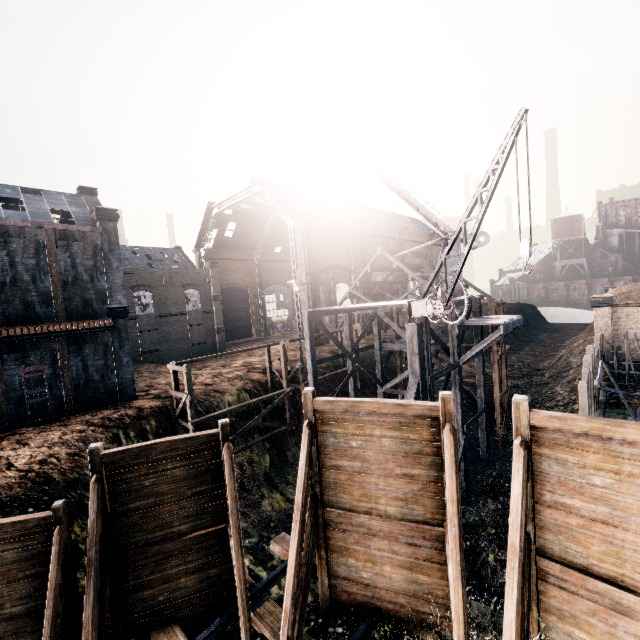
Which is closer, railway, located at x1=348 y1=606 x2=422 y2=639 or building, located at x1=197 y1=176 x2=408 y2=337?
railway, located at x1=348 y1=606 x2=422 y2=639

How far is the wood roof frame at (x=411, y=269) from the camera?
35.28m

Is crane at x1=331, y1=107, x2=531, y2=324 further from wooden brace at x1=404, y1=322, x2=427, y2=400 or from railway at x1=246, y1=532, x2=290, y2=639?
railway at x1=246, y1=532, x2=290, y2=639

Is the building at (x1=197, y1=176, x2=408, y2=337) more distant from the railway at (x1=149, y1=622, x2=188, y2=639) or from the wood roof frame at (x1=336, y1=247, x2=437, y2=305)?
the railway at (x1=149, y1=622, x2=188, y2=639)

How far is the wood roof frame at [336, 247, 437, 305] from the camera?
35.3 meters

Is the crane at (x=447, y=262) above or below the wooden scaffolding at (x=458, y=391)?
above

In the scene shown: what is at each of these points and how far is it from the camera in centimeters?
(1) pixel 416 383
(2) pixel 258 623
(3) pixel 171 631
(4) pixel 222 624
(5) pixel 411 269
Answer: (1) wooden brace, 1581cm
(2) railway, 797cm
(3) railway, 795cm
(4) railway, 795cm
(5) wood roof frame, 4541cm

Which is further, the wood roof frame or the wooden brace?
the wood roof frame
